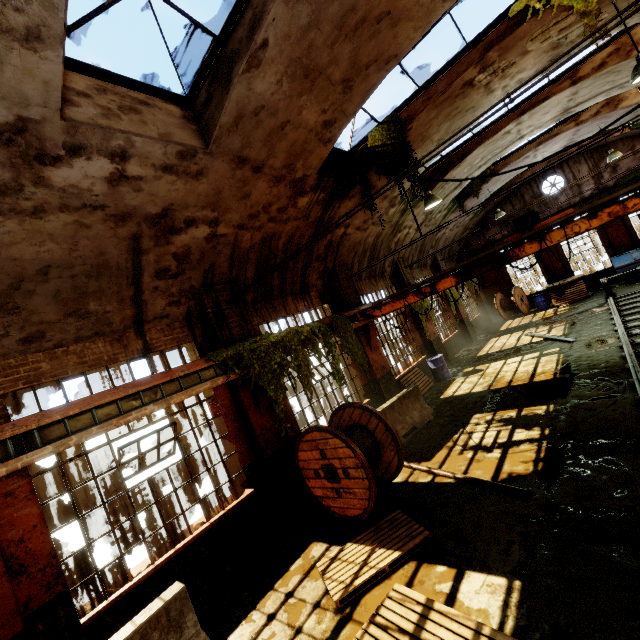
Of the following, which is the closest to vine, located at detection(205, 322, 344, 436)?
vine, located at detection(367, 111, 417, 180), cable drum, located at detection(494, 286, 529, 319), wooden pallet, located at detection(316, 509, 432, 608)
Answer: wooden pallet, located at detection(316, 509, 432, 608)

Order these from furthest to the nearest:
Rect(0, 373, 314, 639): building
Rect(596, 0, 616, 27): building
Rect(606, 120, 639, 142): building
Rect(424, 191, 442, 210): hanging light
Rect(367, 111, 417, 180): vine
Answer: Rect(606, 120, 639, 142): building, Rect(424, 191, 442, 210): hanging light, Rect(367, 111, 417, 180): vine, Rect(596, 0, 616, 27): building, Rect(0, 373, 314, 639): building

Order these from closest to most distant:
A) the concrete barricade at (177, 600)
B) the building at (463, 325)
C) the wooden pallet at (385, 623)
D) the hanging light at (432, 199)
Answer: the wooden pallet at (385, 623) → the concrete barricade at (177, 600) → the hanging light at (432, 199) → the building at (463, 325)

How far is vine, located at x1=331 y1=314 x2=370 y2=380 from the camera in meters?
9.5 m

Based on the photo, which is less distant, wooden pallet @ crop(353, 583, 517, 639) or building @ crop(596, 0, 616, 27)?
wooden pallet @ crop(353, 583, 517, 639)

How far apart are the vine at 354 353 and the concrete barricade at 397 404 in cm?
95

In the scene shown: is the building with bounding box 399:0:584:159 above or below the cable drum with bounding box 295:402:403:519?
above

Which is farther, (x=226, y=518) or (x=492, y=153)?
(x=492, y=153)
